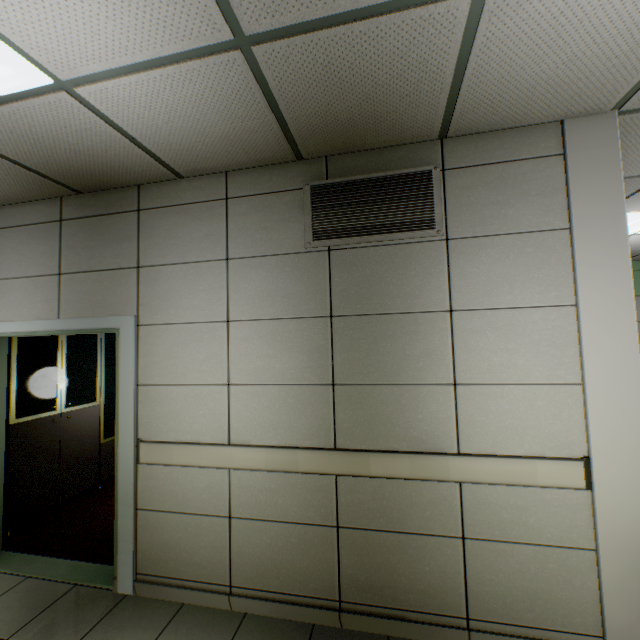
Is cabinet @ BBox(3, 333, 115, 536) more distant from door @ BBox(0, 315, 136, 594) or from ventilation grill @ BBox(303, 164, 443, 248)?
ventilation grill @ BBox(303, 164, 443, 248)

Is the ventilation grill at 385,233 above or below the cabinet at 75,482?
above

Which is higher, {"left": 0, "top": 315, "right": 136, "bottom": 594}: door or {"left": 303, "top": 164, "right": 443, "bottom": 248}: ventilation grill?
{"left": 303, "top": 164, "right": 443, "bottom": 248}: ventilation grill

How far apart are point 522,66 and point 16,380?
5.1 meters

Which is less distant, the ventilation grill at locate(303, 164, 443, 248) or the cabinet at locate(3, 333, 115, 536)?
the ventilation grill at locate(303, 164, 443, 248)

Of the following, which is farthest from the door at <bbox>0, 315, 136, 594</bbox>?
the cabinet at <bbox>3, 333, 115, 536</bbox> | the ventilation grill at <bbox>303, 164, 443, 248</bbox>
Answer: the ventilation grill at <bbox>303, 164, 443, 248</bbox>

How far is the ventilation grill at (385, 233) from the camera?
2.19m

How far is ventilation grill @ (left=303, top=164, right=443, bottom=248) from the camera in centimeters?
219cm
